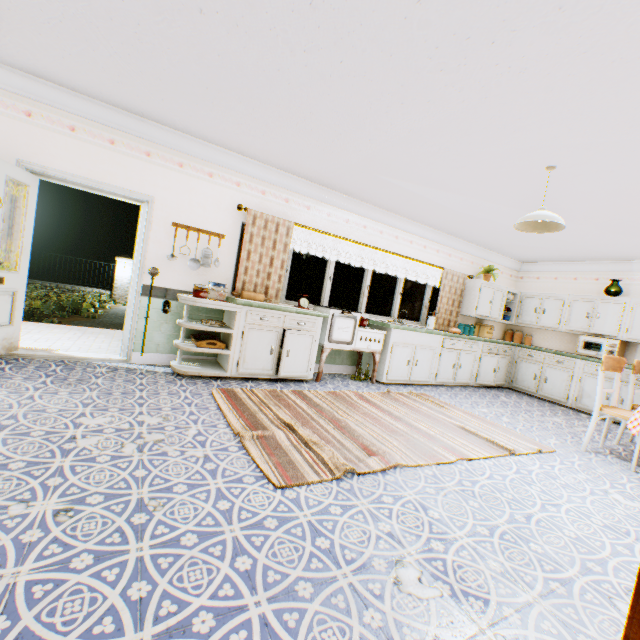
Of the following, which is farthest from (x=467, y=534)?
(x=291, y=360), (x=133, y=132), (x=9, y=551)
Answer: (x=133, y=132)

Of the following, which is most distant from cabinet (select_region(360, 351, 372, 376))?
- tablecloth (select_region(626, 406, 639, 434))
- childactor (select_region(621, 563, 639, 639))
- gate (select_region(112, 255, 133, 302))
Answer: gate (select_region(112, 255, 133, 302))

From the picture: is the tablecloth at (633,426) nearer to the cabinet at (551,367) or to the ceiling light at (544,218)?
the cabinet at (551,367)

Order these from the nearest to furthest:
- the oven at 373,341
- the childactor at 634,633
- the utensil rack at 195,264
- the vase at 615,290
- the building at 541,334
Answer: the childactor at 634,633 → the utensil rack at 195,264 → the oven at 373,341 → the vase at 615,290 → the building at 541,334

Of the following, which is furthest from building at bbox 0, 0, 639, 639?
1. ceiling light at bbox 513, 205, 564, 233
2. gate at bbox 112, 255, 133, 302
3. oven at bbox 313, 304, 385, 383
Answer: gate at bbox 112, 255, 133, 302

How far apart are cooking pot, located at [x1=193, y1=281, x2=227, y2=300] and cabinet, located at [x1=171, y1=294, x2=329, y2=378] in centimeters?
15cm

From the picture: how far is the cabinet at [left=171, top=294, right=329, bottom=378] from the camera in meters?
4.3

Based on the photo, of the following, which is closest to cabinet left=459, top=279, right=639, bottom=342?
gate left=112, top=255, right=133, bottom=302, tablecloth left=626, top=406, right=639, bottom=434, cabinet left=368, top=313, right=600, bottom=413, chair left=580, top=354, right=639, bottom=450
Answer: cabinet left=368, top=313, right=600, bottom=413
